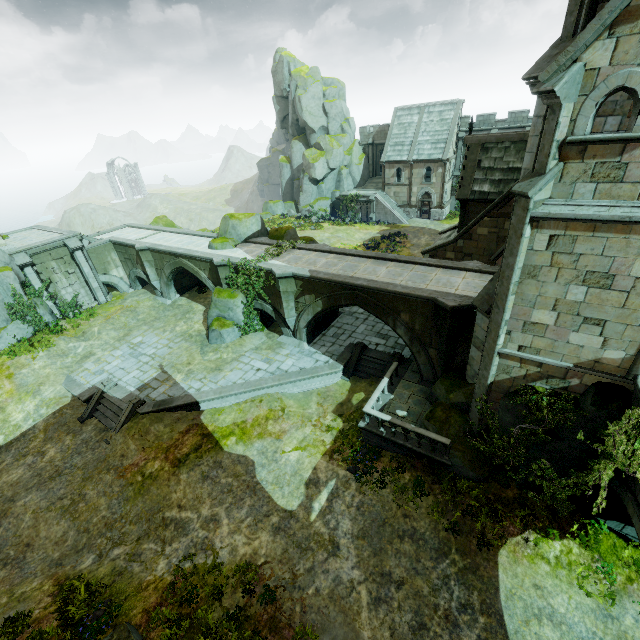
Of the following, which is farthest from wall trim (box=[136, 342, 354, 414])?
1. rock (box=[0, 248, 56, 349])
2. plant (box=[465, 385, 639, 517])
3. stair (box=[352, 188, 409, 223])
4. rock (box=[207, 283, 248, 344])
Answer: stair (box=[352, 188, 409, 223])

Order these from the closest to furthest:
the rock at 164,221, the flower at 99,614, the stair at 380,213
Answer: the flower at 99,614
the stair at 380,213
the rock at 164,221

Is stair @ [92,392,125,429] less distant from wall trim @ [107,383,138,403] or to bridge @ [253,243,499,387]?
wall trim @ [107,383,138,403]

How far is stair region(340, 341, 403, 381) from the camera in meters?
17.9

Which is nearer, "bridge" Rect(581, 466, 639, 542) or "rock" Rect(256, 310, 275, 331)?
"bridge" Rect(581, 466, 639, 542)

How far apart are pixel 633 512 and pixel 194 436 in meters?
16.2

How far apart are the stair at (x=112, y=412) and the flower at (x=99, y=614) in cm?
798

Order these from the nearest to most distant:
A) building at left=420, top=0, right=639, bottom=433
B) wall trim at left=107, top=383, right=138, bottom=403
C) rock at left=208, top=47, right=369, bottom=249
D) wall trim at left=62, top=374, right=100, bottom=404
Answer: building at left=420, top=0, right=639, bottom=433 < wall trim at left=107, top=383, right=138, bottom=403 < wall trim at left=62, top=374, right=100, bottom=404 < rock at left=208, top=47, right=369, bottom=249
